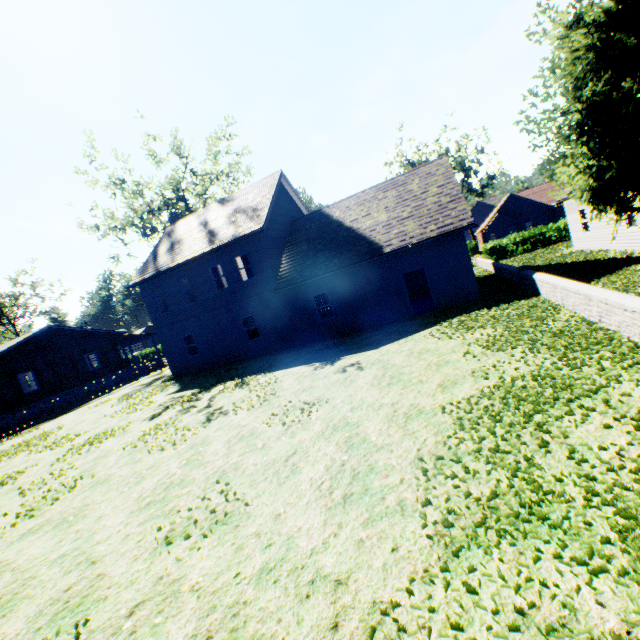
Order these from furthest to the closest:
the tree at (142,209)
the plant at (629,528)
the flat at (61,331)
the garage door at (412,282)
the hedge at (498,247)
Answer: the tree at (142,209) → the hedge at (498,247) → the flat at (61,331) → the garage door at (412,282) → the plant at (629,528)

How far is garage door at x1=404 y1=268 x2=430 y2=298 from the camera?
22.75m

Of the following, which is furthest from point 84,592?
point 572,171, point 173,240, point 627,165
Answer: point 173,240

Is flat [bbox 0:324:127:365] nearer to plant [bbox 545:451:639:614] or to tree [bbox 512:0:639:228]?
plant [bbox 545:451:639:614]

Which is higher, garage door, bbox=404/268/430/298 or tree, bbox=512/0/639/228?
tree, bbox=512/0/639/228

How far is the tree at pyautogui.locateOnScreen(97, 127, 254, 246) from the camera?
30.7 meters

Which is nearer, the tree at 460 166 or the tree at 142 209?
the tree at 142 209

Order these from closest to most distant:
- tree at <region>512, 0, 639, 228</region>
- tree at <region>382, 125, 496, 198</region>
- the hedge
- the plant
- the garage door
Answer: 1. the plant
2. tree at <region>512, 0, 639, 228</region>
3. the garage door
4. the hedge
5. tree at <region>382, 125, 496, 198</region>
